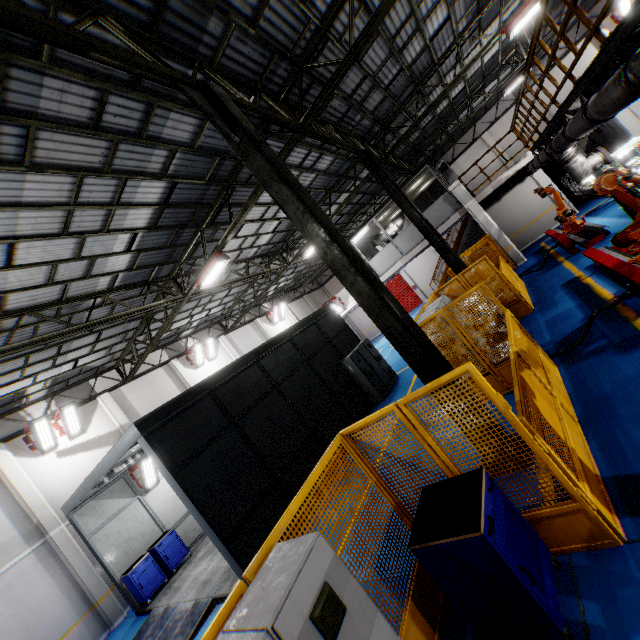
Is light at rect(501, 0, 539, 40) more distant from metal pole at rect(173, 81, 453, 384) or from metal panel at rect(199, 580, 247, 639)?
metal pole at rect(173, 81, 453, 384)

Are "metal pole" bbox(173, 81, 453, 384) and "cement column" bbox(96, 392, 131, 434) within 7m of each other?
no

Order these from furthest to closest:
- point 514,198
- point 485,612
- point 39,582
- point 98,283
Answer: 1. point 514,198
2. point 39,582
3. point 98,283
4. point 485,612

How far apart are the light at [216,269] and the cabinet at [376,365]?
5.8 meters

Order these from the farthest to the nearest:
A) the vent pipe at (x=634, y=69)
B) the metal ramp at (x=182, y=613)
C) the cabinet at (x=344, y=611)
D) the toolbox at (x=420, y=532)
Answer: the metal ramp at (x=182, y=613)
the vent pipe at (x=634, y=69)
the toolbox at (x=420, y=532)
the cabinet at (x=344, y=611)

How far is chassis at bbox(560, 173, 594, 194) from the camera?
17.36m

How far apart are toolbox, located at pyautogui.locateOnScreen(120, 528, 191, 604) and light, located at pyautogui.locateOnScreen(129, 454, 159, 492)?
2.09m

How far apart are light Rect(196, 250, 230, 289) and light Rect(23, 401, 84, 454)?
8.2m
